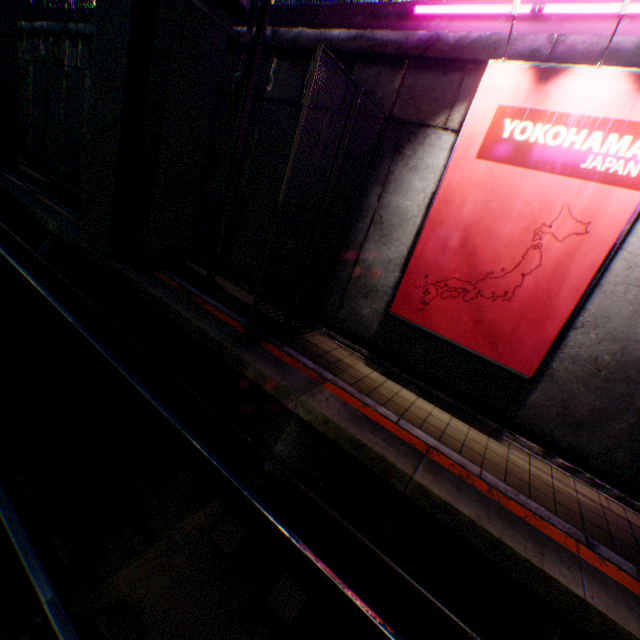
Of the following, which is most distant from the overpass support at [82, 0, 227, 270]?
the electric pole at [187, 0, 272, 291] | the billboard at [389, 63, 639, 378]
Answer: the billboard at [389, 63, 639, 378]

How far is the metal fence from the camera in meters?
4.9

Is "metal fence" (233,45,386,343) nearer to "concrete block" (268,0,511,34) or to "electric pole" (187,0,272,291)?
"concrete block" (268,0,511,34)

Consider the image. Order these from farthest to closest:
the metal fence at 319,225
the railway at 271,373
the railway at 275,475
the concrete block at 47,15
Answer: the concrete block at 47,15
the metal fence at 319,225
the railway at 271,373
the railway at 275,475

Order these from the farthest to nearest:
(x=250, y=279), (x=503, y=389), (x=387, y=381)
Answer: (x=250, y=279) → (x=387, y=381) → (x=503, y=389)

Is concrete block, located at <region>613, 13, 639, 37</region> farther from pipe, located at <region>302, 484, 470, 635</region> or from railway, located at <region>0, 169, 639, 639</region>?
pipe, located at <region>302, 484, 470, 635</region>

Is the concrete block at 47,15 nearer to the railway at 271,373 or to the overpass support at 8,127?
the overpass support at 8,127

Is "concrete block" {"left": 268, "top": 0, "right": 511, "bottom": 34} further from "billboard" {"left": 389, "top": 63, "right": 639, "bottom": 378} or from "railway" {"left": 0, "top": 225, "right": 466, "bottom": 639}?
"railway" {"left": 0, "top": 225, "right": 466, "bottom": 639}
